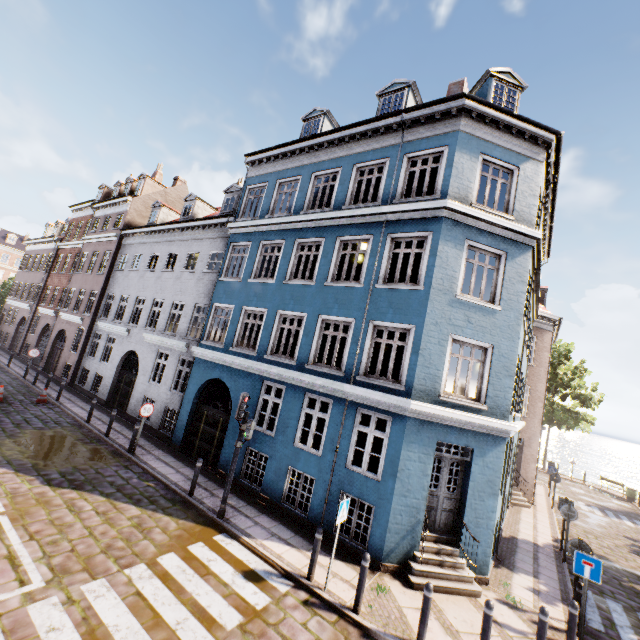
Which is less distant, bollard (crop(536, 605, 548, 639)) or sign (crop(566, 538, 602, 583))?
bollard (crop(536, 605, 548, 639))

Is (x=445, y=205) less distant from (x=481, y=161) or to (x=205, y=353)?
(x=481, y=161)

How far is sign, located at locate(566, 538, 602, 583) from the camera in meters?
7.3

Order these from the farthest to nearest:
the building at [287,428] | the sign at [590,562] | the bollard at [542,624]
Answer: the building at [287,428], the sign at [590,562], the bollard at [542,624]

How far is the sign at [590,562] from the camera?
7.26m

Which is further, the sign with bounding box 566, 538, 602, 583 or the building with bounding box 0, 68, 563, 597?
the building with bounding box 0, 68, 563, 597

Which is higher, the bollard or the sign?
the sign

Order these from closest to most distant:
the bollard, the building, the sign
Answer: the bollard → the sign → the building
